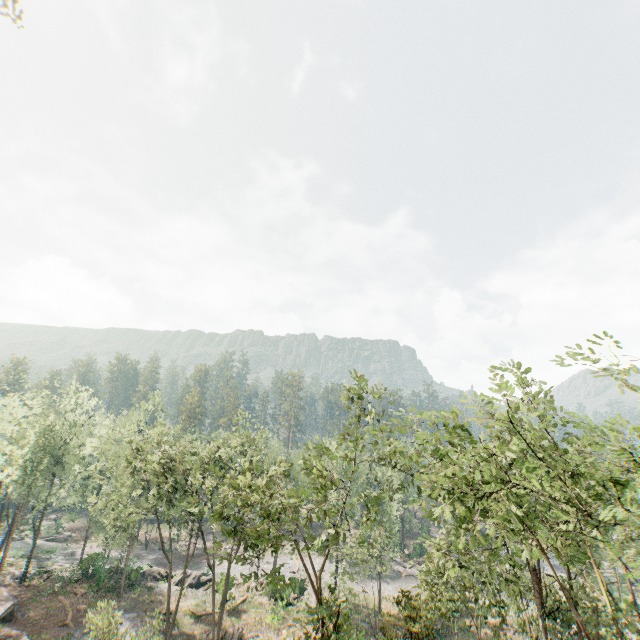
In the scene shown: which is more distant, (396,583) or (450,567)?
(396,583)

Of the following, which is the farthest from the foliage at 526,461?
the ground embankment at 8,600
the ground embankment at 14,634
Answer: the ground embankment at 14,634

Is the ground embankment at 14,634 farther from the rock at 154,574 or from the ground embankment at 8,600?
the rock at 154,574

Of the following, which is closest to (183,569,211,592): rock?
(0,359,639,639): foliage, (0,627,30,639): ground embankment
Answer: (0,359,639,639): foliage

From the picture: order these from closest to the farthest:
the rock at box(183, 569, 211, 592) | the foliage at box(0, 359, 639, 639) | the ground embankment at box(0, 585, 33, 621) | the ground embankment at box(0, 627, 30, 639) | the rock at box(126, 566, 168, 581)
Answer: the foliage at box(0, 359, 639, 639) < the ground embankment at box(0, 627, 30, 639) < the ground embankment at box(0, 585, 33, 621) < the rock at box(126, 566, 168, 581) < the rock at box(183, 569, 211, 592)

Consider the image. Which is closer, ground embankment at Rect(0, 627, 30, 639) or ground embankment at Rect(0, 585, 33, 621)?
ground embankment at Rect(0, 627, 30, 639)

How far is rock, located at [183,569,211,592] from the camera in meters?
40.4 m
